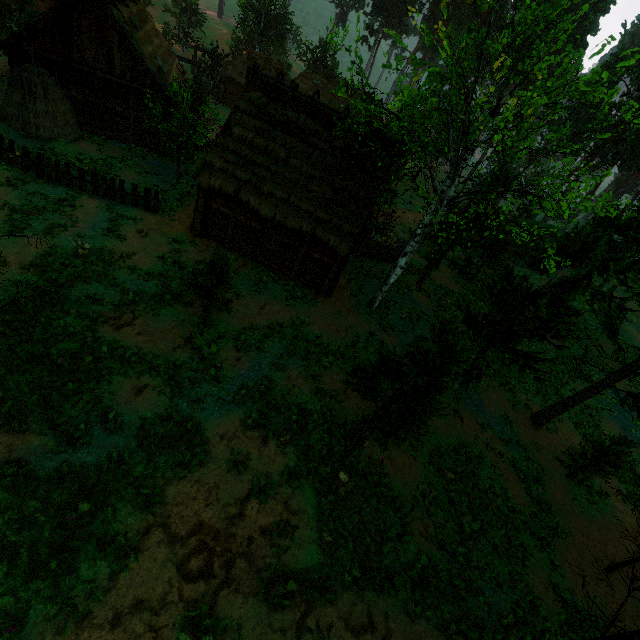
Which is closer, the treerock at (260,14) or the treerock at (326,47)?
the treerock at (326,47)

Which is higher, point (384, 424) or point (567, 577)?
point (384, 424)

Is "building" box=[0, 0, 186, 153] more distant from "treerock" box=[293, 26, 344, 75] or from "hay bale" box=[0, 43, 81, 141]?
"hay bale" box=[0, 43, 81, 141]

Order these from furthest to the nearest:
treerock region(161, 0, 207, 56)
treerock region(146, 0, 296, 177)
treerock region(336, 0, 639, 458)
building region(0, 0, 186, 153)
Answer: treerock region(161, 0, 207, 56) → treerock region(146, 0, 296, 177) → building region(0, 0, 186, 153) → treerock region(336, 0, 639, 458)

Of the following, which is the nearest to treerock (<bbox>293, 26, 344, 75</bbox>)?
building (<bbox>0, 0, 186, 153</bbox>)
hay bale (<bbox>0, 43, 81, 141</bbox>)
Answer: building (<bbox>0, 0, 186, 153</bbox>)

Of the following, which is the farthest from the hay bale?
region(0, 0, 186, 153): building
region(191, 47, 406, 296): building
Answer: region(191, 47, 406, 296): building

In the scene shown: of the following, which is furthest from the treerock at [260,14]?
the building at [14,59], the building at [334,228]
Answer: the building at [334,228]
